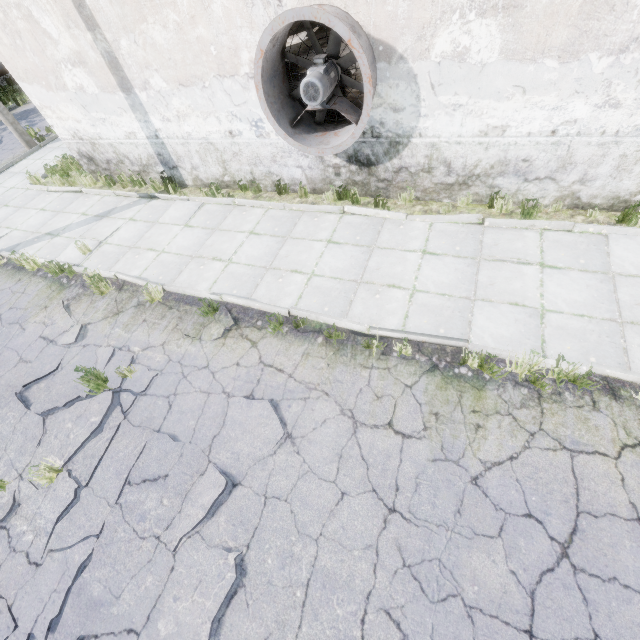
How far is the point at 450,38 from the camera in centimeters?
497cm

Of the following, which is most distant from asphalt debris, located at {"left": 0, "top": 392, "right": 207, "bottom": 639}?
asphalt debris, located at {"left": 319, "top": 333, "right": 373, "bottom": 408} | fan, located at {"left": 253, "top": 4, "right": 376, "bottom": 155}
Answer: fan, located at {"left": 253, "top": 4, "right": 376, "bottom": 155}

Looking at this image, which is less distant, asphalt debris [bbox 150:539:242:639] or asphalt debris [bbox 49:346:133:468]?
asphalt debris [bbox 150:539:242:639]

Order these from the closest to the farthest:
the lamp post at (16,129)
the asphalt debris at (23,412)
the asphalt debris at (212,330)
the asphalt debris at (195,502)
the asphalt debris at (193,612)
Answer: the asphalt debris at (193,612), the asphalt debris at (195,502), the asphalt debris at (23,412), the asphalt debris at (212,330), the lamp post at (16,129)

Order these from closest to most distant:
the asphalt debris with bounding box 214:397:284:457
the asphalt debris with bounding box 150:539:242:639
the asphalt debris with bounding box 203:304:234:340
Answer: the asphalt debris with bounding box 150:539:242:639 < the asphalt debris with bounding box 214:397:284:457 < the asphalt debris with bounding box 203:304:234:340

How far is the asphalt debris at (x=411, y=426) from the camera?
4.3 meters

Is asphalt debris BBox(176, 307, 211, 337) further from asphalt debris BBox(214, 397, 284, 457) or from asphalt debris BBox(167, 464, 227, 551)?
asphalt debris BBox(167, 464, 227, 551)

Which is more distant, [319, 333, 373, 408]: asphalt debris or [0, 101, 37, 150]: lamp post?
[0, 101, 37, 150]: lamp post
